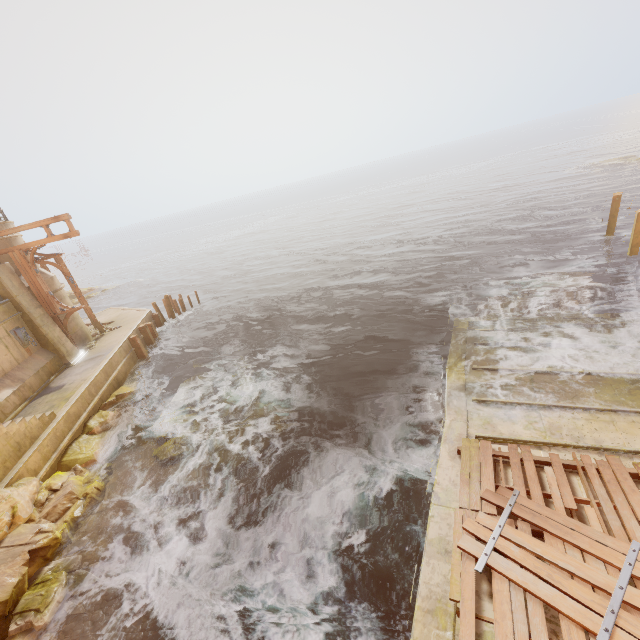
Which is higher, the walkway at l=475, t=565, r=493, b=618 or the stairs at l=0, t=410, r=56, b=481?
the stairs at l=0, t=410, r=56, b=481

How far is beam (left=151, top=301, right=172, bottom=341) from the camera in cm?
2183

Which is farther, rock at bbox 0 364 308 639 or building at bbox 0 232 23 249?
building at bbox 0 232 23 249

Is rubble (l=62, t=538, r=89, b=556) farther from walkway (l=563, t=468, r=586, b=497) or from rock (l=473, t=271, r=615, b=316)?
rock (l=473, t=271, r=615, b=316)

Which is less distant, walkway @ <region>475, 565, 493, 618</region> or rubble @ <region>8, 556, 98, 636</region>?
walkway @ <region>475, 565, 493, 618</region>

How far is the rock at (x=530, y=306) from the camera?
13.5m

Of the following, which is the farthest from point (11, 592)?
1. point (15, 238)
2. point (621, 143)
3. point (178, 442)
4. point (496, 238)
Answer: point (621, 143)

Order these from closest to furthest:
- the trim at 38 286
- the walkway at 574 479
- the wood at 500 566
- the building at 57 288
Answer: the wood at 500 566 < the walkway at 574 479 < the trim at 38 286 < the building at 57 288
